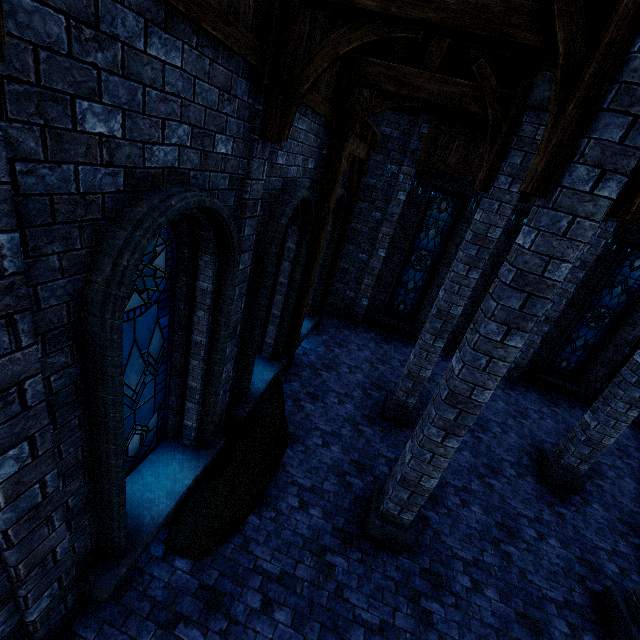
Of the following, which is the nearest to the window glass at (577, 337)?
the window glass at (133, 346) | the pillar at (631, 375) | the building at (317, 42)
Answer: the building at (317, 42)

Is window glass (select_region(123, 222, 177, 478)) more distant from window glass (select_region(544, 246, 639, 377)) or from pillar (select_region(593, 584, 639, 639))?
window glass (select_region(544, 246, 639, 377))

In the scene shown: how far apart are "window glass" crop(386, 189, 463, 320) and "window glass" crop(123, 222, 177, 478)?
9.1m

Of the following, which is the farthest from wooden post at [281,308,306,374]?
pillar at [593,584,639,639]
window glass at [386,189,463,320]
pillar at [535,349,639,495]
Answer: pillar at [593,584,639,639]

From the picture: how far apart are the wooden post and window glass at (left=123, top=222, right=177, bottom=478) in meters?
3.7 m

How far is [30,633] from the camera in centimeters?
306cm

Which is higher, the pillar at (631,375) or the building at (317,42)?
the building at (317,42)

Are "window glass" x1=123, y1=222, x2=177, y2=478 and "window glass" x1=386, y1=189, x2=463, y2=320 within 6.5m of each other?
no
